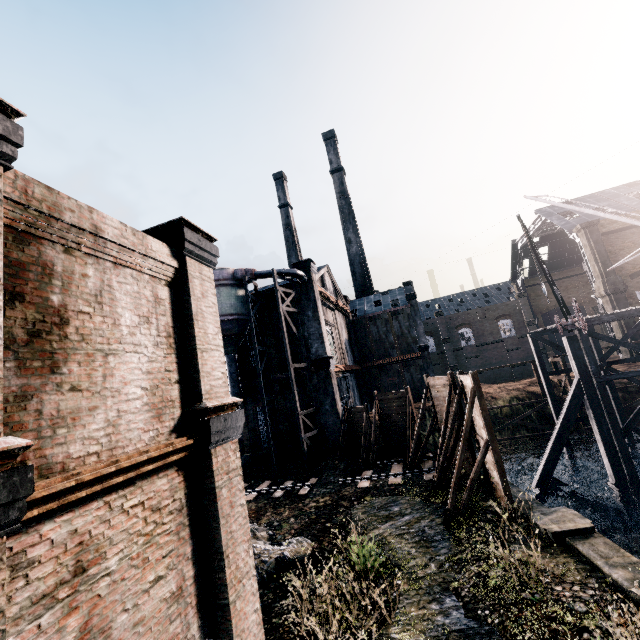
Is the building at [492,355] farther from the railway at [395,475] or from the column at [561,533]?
the column at [561,533]

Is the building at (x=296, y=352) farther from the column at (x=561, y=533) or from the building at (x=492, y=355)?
the building at (x=492, y=355)

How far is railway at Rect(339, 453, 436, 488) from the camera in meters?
18.9 m

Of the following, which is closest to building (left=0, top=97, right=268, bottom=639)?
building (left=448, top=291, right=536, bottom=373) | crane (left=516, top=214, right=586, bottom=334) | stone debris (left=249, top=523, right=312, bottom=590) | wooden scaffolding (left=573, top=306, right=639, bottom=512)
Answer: stone debris (left=249, top=523, right=312, bottom=590)

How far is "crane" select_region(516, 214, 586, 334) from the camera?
17.6m

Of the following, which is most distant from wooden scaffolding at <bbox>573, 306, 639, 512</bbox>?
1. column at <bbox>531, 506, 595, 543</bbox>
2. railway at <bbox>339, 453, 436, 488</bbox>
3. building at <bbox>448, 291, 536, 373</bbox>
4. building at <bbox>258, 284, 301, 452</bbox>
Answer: building at <bbox>448, 291, 536, 373</bbox>

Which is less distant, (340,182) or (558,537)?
(558,537)

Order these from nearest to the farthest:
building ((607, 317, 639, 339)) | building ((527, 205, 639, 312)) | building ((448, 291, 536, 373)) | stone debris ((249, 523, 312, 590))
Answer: stone debris ((249, 523, 312, 590)), building ((607, 317, 639, 339)), building ((527, 205, 639, 312)), building ((448, 291, 536, 373))
